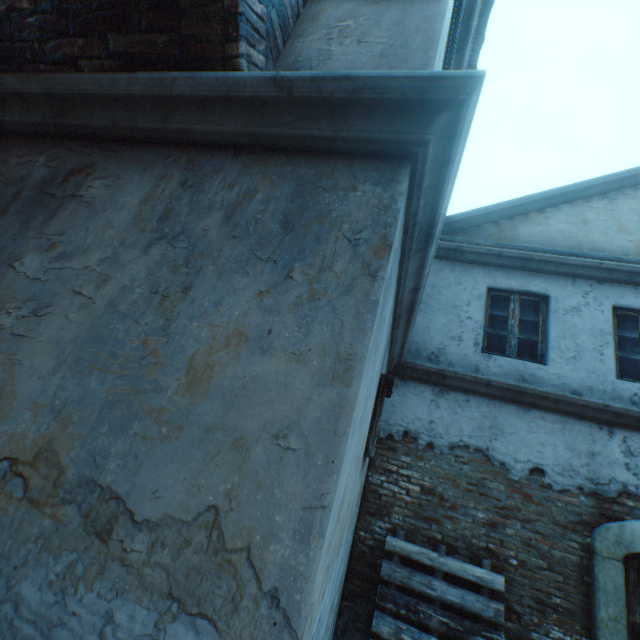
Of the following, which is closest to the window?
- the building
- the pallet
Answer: the building

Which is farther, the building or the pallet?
the pallet

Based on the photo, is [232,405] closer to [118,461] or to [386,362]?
[118,461]

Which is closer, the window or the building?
the building

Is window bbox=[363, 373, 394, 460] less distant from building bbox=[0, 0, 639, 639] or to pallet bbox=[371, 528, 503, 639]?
building bbox=[0, 0, 639, 639]

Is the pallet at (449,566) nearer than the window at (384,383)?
No

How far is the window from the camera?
2.7 meters

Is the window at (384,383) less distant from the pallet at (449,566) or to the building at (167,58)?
the building at (167,58)
